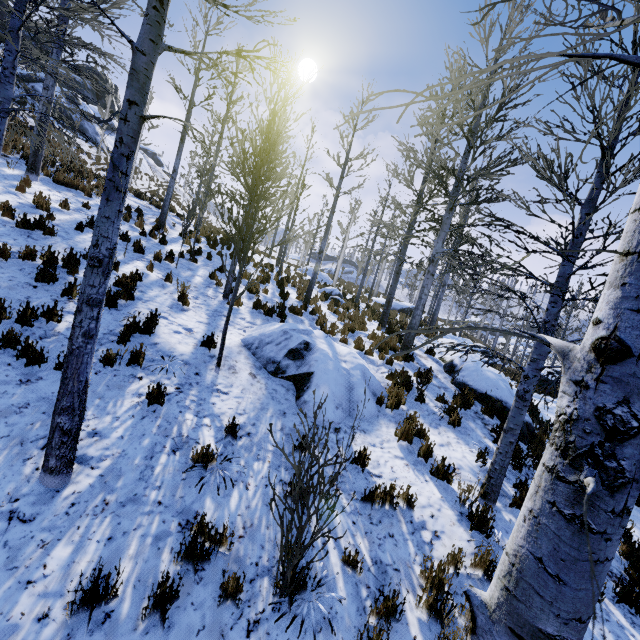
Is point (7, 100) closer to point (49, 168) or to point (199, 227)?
point (199, 227)

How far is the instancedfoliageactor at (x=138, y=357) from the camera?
5.45m

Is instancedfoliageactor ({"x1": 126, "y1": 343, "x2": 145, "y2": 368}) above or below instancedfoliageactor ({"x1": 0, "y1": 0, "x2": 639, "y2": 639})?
below

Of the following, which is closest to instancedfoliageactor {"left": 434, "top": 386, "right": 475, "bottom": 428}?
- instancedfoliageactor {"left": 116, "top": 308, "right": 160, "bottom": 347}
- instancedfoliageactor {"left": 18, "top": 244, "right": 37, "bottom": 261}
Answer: instancedfoliageactor {"left": 116, "top": 308, "right": 160, "bottom": 347}

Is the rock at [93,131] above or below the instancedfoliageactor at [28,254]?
above

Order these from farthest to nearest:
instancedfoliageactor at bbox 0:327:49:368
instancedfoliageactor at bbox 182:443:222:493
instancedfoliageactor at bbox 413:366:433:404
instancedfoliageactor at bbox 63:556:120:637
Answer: instancedfoliageactor at bbox 413:366:433:404 → instancedfoliageactor at bbox 0:327:49:368 → instancedfoliageactor at bbox 182:443:222:493 → instancedfoliageactor at bbox 63:556:120:637

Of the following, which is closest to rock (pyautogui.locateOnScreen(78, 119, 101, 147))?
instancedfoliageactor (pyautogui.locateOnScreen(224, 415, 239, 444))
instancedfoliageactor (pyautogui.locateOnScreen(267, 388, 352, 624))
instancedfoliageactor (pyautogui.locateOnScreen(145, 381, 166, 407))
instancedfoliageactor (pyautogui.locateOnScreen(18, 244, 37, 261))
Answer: instancedfoliageactor (pyautogui.locateOnScreen(18, 244, 37, 261))

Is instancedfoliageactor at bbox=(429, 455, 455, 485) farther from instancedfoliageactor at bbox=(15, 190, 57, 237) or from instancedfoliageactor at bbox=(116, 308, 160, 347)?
instancedfoliageactor at bbox=(15, 190, 57, 237)
